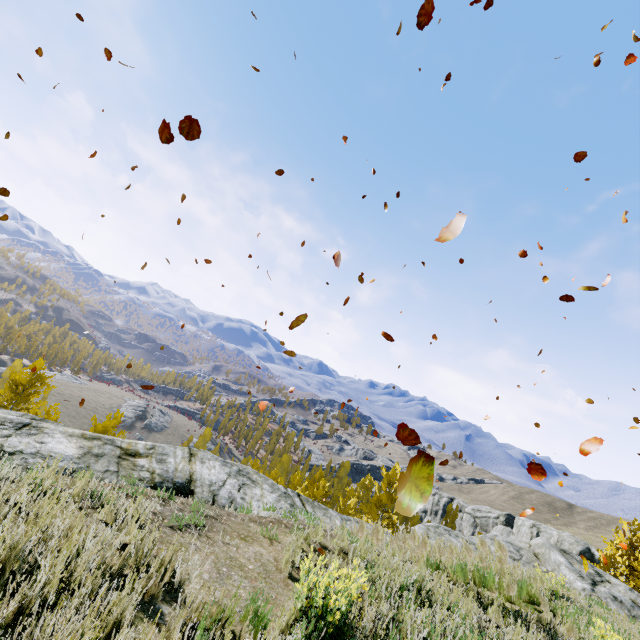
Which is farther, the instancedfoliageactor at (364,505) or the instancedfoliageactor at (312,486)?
the instancedfoliageactor at (364,505)

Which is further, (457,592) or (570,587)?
(570,587)

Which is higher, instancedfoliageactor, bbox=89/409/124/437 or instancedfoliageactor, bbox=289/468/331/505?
instancedfoliageactor, bbox=289/468/331/505

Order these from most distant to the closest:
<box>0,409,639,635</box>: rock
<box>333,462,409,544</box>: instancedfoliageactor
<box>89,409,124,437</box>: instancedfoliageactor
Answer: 1. <box>333,462,409,544</box>: instancedfoliageactor
2. <box>89,409,124,437</box>: instancedfoliageactor
3. <box>0,409,639,635</box>: rock

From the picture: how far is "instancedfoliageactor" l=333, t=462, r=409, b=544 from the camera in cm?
2819

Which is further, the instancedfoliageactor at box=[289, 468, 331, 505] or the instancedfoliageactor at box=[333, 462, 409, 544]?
the instancedfoliageactor at box=[333, 462, 409, 544]
